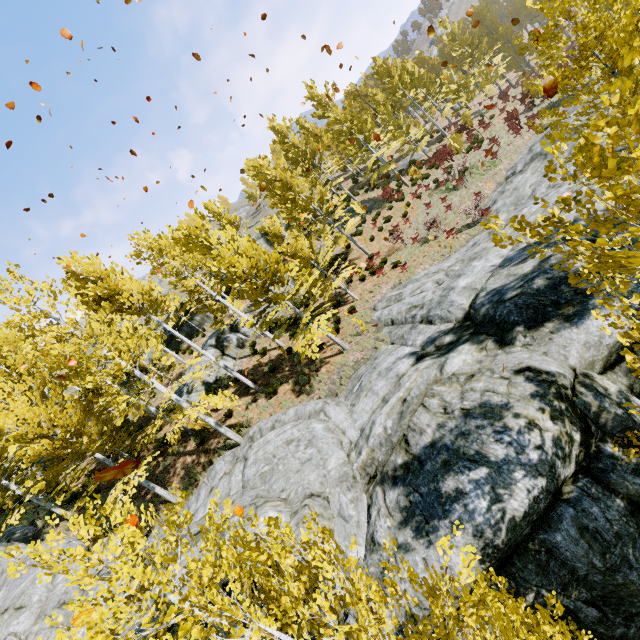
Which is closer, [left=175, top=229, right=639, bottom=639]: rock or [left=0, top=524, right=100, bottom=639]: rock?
[left=175, top=229, right=639, bottom=639]: rock

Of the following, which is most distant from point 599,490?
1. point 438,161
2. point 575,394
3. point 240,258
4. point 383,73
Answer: point 383,73

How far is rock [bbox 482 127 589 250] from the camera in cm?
1184

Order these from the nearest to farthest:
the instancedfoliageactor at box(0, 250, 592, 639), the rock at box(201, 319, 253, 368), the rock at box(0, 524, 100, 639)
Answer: the instancedfoliageactor at box(0, 250, 592, 639) < the rock at box(0, 524, 100, 639) < the rock at box(201, 319, 253, 368)

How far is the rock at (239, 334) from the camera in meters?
20.5 m

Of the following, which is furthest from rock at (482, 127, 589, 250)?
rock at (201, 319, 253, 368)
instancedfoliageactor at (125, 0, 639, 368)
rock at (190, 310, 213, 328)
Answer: rock at (201, 319, 253, 368)

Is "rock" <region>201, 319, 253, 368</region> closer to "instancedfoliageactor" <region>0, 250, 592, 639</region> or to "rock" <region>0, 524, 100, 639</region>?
"instancedfoliageactor" <region>0, 250, 592, 639</region>

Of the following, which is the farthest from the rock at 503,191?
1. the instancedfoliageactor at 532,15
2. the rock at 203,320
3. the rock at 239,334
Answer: the rock at 239,334
